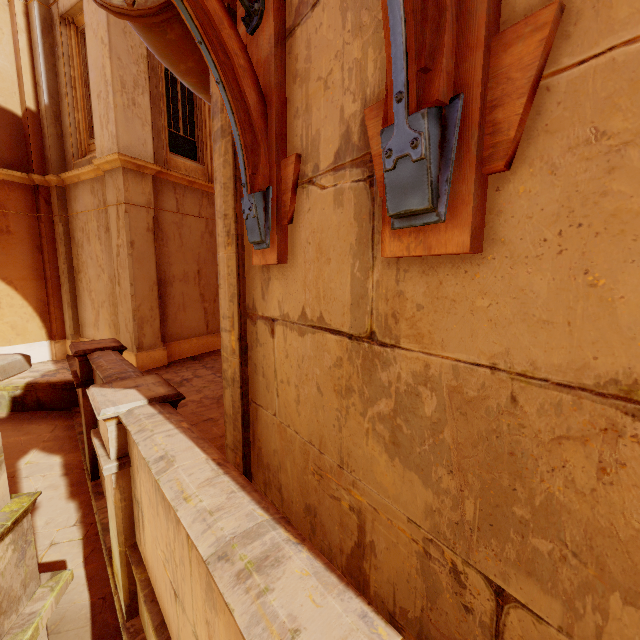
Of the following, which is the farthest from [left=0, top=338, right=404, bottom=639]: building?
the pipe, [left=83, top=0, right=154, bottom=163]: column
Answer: [left=83, top=0, right=154, bottom=163]: column

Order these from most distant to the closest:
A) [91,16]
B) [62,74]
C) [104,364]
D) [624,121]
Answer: [62,74], [91,16], [104,364], [624,121]

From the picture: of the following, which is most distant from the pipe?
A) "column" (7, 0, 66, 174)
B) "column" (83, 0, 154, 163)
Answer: "column" (7, 0, 66, 174)

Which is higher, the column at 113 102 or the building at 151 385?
the column at 113 102

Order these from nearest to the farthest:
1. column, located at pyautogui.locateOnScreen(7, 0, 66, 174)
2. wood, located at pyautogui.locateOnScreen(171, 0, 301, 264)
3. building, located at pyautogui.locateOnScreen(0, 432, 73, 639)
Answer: wood, located at pyautogui.locateOnScreen(171, 0, 301, 264) < building, located at pyautogui.locateOnScreen(0, 432, 73, 639) < column, located at pyautogui.locateOnScreen(7, 0, 66, 174)

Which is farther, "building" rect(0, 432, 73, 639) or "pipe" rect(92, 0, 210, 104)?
"building" rect(0, 432, 73, 639)

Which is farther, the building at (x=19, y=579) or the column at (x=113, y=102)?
the column at (x=113, y=102)

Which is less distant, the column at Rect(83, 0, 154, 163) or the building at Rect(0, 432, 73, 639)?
the building at Rect(0, 432, 73, 639)
